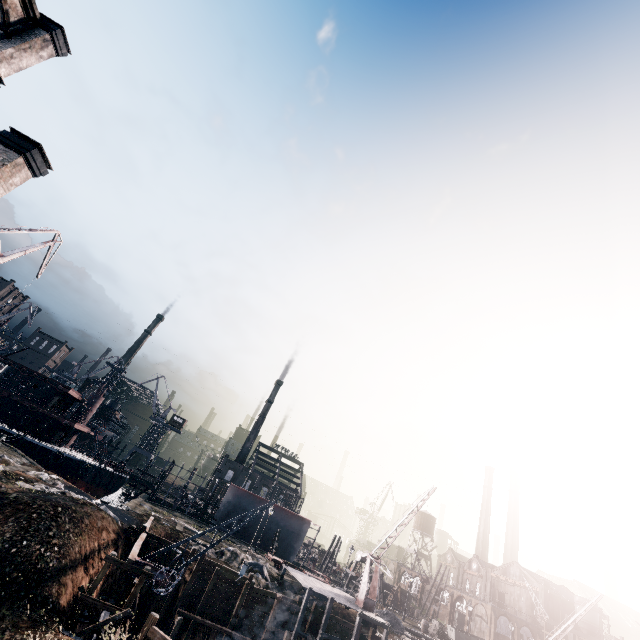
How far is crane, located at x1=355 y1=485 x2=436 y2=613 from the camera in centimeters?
3184cm

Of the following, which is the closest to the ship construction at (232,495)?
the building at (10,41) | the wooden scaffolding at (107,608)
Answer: the wooden scaffolding at (107,608)

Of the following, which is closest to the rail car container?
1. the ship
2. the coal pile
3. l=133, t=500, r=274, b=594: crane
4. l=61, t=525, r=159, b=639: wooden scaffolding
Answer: the coal pile

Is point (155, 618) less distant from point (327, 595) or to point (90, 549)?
point (90, 549)

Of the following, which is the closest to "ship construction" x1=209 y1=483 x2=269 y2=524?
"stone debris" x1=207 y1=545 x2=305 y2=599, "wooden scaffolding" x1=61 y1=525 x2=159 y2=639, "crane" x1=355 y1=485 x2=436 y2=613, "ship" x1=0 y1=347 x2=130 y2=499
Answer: "ship" x1=0 y1=347 x2=130 y2=499

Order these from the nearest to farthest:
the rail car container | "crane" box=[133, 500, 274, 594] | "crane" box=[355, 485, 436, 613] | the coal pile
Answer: "crane" box=[133, 500, 274, 594] → "crane" box=[355, 485, 436, 613] → the coal pile → the rail car container

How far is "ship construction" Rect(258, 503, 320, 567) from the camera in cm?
5400

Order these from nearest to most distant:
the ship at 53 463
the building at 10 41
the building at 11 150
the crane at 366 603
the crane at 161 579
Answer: the building at 11 150
the building at 10 41
the crane at 161 579
the crane at 366 603
the ship at 53 463
